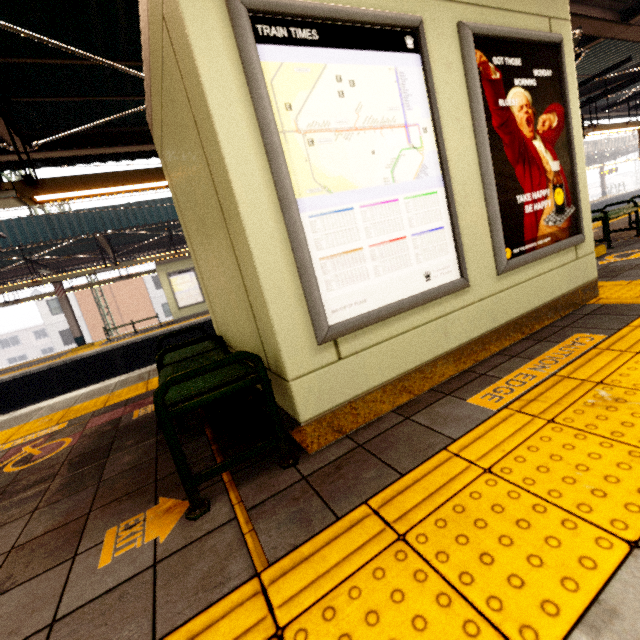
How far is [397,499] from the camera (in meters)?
1.38

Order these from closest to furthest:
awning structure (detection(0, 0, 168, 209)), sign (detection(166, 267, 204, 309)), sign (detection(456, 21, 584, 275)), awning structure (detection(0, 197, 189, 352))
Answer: sign (detection(456, 21, 584, 275)), awning structure (detection(0, 0, 168, 209)), awning structure (detection(0, 197, 189, 352)), sign (detection(166, 267, 204, 309))

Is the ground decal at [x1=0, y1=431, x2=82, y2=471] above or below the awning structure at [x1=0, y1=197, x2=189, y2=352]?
below

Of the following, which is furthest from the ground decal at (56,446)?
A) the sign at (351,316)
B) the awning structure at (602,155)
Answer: the awning structure at (602,155)

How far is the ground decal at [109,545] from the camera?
1.5 meters

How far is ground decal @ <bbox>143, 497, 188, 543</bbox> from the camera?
1.5 meters

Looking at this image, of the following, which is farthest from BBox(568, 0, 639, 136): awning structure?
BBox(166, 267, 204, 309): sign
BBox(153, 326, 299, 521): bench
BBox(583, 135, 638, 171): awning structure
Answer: BBox(166, 267, 204, 309): sign

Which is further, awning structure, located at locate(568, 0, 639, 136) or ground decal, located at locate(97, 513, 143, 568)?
awning structure, located at locate(568, 0, 639, 136)
